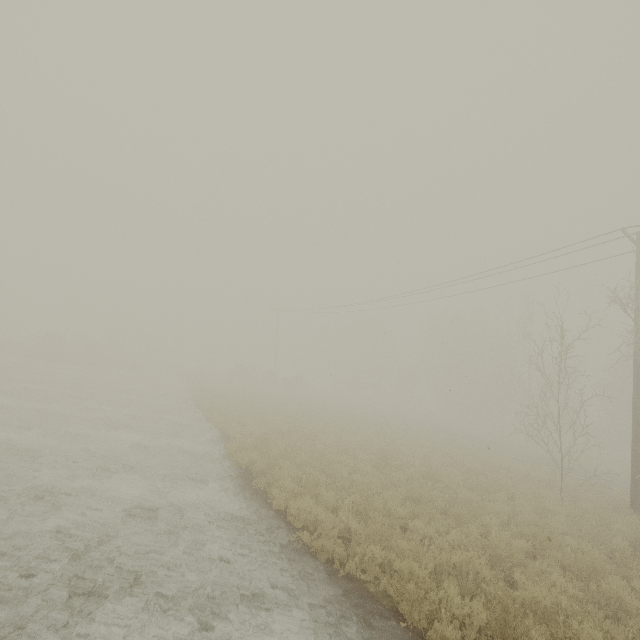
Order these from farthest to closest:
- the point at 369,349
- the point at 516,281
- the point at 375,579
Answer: the point at 369,349, the point at 516,281, the point at 375,579
